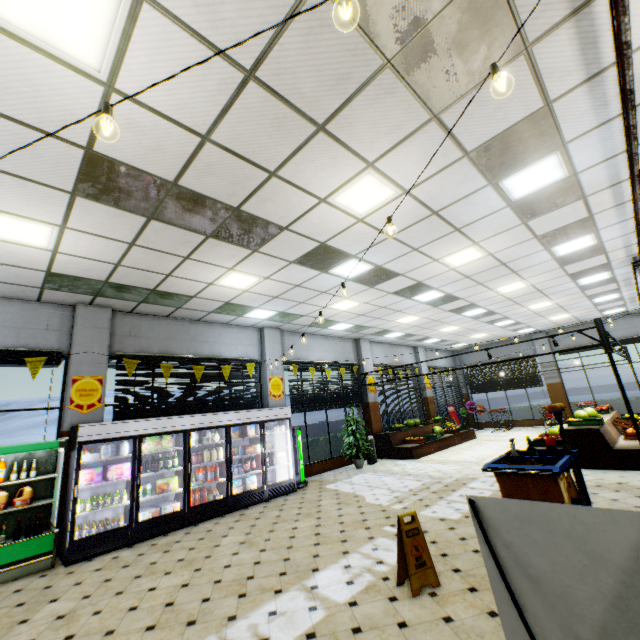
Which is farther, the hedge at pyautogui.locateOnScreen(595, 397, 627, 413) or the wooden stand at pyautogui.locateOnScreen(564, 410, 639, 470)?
the hedge at pyautogui.locateOnScreen(595, 397, 627, 413)

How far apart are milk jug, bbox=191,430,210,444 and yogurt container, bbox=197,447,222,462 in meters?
0.2

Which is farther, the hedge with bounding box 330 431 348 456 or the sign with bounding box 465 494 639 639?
the hedge with bounding box 330 431 348 456

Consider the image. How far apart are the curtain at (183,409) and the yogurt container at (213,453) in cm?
121

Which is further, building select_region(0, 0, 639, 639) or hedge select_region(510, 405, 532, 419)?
hedge select_region(510, 405, 532, 419)

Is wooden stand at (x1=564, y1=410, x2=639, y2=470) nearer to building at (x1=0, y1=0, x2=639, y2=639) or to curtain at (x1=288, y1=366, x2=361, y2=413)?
building at (x1=0, y1=0, x2=639, y2=639)

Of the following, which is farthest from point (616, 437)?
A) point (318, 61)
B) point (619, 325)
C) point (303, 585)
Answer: point (318, 61)

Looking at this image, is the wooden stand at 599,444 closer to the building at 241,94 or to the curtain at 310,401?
the building at 241,94
